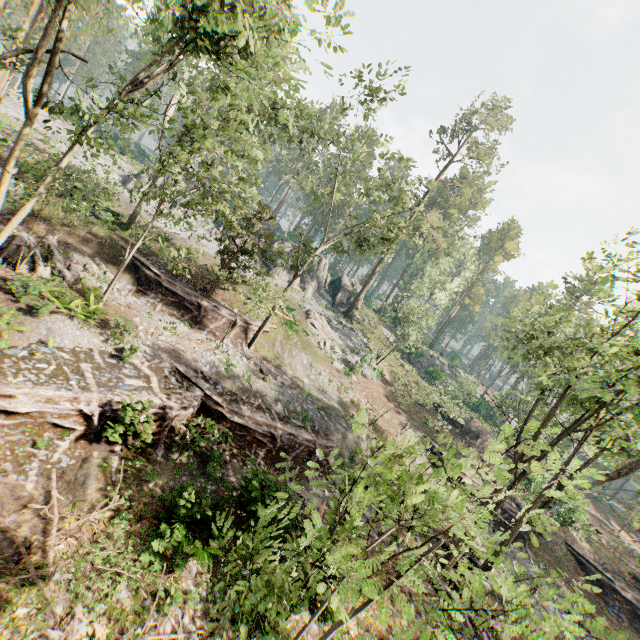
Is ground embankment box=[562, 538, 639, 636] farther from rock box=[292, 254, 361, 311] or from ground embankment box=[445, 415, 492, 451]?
rock box=[292, 254, 361, 311]

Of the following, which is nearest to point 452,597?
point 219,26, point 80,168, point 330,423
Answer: point 330,423

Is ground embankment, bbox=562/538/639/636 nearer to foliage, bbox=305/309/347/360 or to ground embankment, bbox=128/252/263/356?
foliage, bbox=305/309/347/360

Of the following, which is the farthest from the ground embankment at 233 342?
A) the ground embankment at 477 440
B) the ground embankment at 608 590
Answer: the ground embankment at 608 590

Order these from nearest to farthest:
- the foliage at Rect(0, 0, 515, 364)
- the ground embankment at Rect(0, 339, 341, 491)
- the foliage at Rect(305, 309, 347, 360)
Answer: the ground embankment at Rect(0, 339, 341, 491) < the foliage at Rect(0, 0, 515, 364) < the foliage at Rect(305, 309, 347, 360)

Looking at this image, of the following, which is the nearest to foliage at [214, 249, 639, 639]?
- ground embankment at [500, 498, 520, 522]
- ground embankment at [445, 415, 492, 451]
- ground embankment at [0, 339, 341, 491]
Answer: ground embankment at [0, 339, 341, 491]

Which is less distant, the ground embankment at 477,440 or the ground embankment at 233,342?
the ground embankment at 233,342

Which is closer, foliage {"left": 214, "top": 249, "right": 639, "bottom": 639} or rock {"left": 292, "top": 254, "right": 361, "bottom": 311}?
foliage {"left": 214, "top": 249, "right": 639, "bottom": 639}
